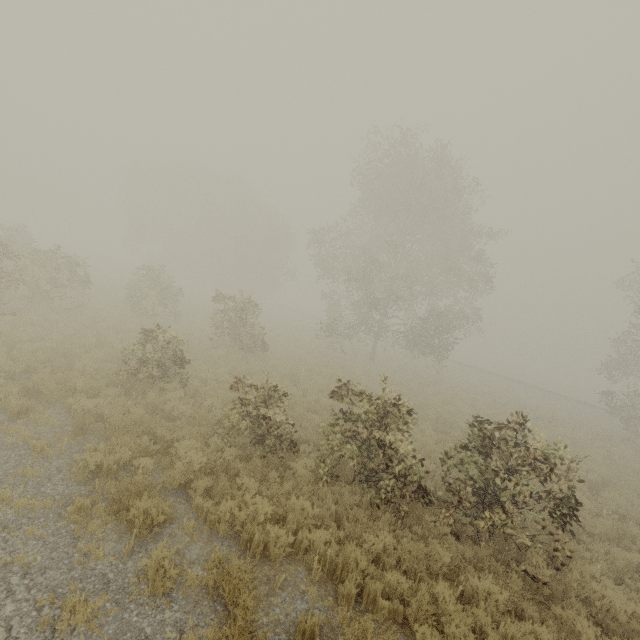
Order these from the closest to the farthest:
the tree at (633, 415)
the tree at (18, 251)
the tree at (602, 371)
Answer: the tree at (18, 251) → the tree at (633, 415) → the tree at (602, 371)

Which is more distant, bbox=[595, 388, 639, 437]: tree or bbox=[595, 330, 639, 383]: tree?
bbox=[595, 330, 639, 383]: tree

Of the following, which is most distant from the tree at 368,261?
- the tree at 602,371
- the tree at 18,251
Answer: the tree at 18,251

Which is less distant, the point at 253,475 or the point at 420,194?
the point at 253,475

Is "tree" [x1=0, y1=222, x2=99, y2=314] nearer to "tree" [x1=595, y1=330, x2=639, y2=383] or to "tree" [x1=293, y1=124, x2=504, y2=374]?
"tree" [x1=293, y1=124, x2=504, y2=374]

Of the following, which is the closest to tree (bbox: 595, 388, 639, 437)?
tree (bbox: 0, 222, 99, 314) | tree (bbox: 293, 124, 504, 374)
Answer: tree (bbox: 293, 124, 504, 374)
